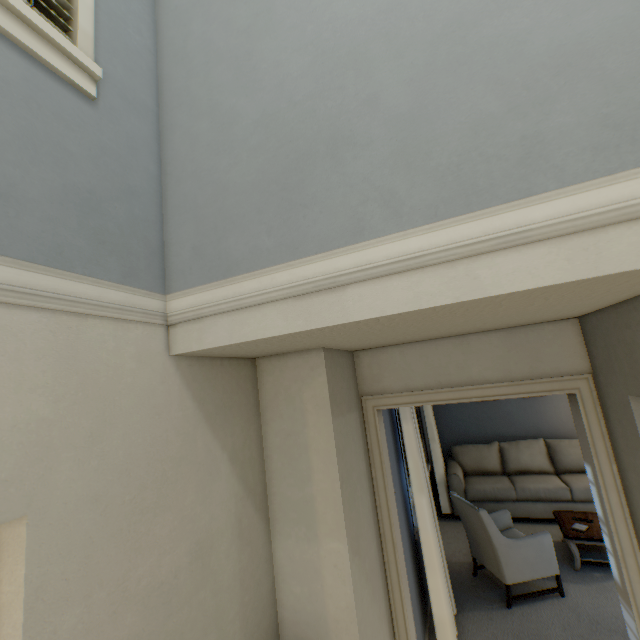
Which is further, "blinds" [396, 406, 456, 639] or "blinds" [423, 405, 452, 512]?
"blinds" [423, 405, 452, 512]

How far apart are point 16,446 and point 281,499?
1.2m

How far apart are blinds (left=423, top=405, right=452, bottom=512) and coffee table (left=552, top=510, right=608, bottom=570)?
1.37m

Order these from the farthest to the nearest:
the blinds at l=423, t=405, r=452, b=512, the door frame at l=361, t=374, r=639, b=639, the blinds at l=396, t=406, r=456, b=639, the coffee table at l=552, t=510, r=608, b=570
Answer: the blinds at l=423, t=405, r=452, b=512 < the coffee table at l=552, t=510, r=608, b=570 < the blinds at l=396, t=406, r=456, b=639 < the door frame at l=361, t=374, r=639, b=639

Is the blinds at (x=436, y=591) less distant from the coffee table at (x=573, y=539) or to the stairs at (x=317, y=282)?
the coffee table at (x=573, y=539)

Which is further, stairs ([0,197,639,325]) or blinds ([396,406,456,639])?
blinds ([396,406,456,639])

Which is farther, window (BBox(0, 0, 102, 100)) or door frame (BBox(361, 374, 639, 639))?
door frame (BBox(361, 374, 639, 639))

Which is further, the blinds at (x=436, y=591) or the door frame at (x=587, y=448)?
the blinds at (x=436, y=591)
